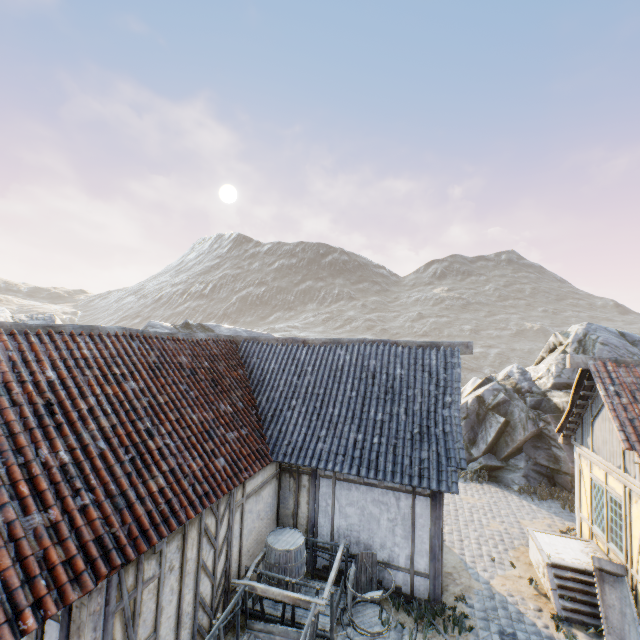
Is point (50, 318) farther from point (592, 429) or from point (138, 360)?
point (592, 429)

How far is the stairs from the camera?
7.1m

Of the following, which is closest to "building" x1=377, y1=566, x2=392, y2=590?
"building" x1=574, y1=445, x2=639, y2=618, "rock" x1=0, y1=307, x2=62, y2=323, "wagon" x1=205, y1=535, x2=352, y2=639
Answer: "wagon" x1=205, y1=535, x2=352, y2=639

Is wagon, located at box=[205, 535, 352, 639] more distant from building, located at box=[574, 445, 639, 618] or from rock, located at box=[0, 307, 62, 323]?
rock, located at box=[0, 307, 62, 323]

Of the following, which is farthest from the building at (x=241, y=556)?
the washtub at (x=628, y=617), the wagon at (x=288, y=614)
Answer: the washtub at (x=628, y=617)

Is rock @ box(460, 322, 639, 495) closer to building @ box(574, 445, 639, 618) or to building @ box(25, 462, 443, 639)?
building @ box(25, 462, 443, 639)

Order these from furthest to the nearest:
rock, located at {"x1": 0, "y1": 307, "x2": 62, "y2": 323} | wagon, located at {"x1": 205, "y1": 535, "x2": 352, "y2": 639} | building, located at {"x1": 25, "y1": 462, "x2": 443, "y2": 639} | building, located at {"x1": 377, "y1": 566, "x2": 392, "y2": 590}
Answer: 1. rock, located at {"x1": 0, "y1": 307, "x2": 62, "y2": 323}
2. building, located at {"x1": 377, "y1": 566, "x2": 392, "y2": 590}
3. wagon, located at {"x1": 205, "y1": 535, "x2": 352, "y2": 639}
4. building, located at {"x1": 25, "y1": 462, "x2": 443, "y2": 639}

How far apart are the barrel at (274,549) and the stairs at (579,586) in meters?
5.7 m
